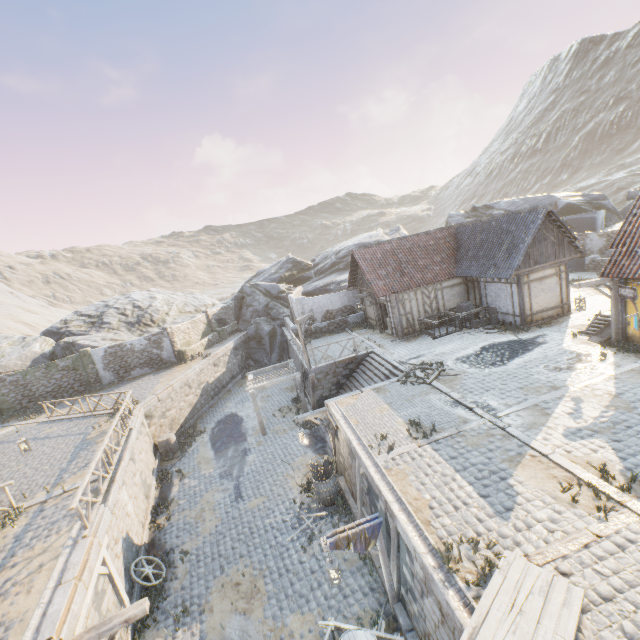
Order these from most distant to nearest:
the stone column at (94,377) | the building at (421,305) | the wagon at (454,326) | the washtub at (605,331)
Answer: the stone column at (94,377) → the wagon at (454,326) → the building at (421,305) → the washtub at (605,331)

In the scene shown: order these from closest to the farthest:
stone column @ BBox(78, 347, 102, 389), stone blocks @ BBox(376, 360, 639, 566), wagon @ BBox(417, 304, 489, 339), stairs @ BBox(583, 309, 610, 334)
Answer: stone blocks @ BBox(376, 360, 639, 566) < stairs @ BBox(583, 309, 610, 334) < wagon @ BBox(417, 304, 489, 339) < stone column @ BBox(78, 347, 102, 389)

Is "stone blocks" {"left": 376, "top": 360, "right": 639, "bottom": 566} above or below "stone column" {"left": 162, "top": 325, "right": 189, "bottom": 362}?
below

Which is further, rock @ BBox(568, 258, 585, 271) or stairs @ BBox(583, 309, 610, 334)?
rock @ BBox(568, 258, 585, 271)

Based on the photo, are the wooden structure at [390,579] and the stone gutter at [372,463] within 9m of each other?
yes

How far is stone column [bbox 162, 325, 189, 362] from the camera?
26.6m

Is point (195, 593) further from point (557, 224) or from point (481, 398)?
point (557, 224)

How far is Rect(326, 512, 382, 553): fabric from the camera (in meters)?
7.64
